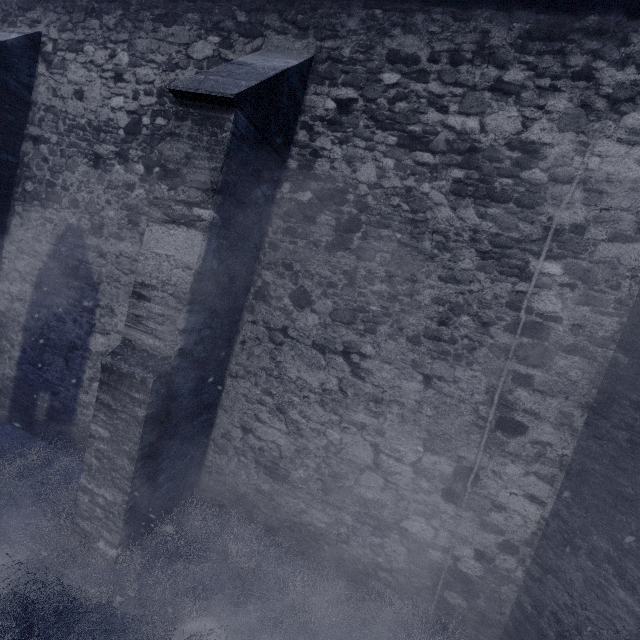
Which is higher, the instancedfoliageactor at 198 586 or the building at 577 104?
the building at 577 104

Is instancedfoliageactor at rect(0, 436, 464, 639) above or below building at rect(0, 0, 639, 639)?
below

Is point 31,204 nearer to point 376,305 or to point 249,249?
point 249,249
